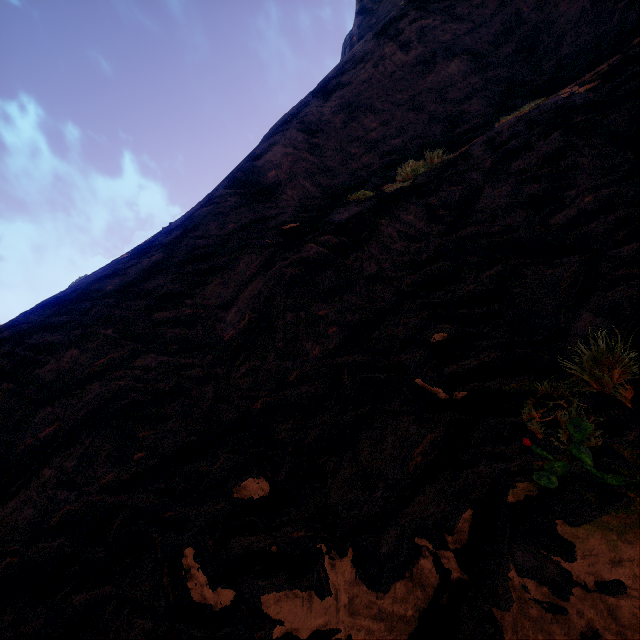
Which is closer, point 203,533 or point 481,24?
point 203,533
